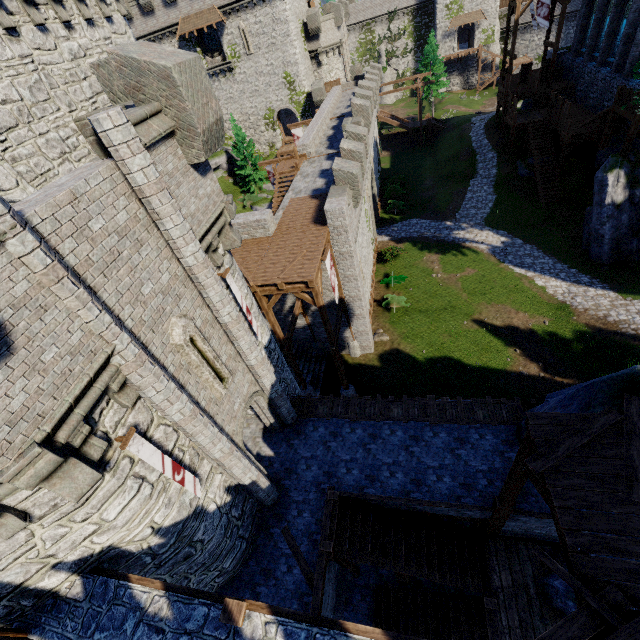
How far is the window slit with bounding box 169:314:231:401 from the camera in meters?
7.4 m

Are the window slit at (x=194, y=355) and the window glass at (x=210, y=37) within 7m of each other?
no

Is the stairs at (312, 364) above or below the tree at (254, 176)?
below

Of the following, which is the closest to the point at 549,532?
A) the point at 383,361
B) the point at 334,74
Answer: the point at 383,361

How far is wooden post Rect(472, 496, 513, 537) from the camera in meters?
9.0 m

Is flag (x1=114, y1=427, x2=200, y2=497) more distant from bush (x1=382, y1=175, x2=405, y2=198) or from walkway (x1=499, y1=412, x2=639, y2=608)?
bush (x1=382, y1=175, x2=405, y2=198)

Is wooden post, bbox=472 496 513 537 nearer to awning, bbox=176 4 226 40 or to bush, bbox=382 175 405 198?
bush, bbox=382 175 405 198

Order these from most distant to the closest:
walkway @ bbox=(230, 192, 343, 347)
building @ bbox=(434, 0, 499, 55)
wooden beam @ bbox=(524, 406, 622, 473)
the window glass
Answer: building @ bbox=(434, 0, 499, 55)
the window glass
walkway @ bbox=(230, 192, 343, 347)
wooden beam @ bbox=(524, 406, 622, 473)
